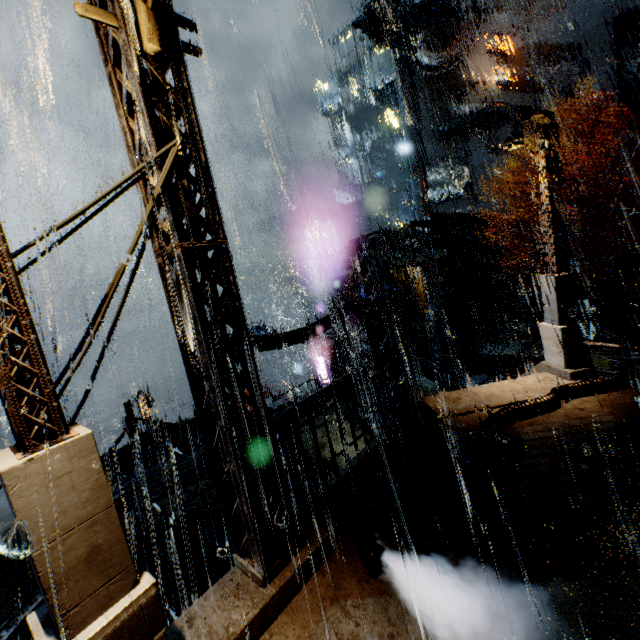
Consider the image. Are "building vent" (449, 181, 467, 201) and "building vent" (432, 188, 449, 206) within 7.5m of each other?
yes

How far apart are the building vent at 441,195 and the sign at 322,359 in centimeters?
2630cm

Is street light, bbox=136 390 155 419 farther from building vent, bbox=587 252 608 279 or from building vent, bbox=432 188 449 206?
building vent, bbox=432 188 449 206

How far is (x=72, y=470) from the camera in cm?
284

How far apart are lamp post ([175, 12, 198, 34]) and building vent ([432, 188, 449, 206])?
43.92m

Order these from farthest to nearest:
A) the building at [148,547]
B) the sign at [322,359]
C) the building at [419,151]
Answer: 1. the sign at [322,359]
2. the building at [419,151]
3. the building at [148,547]

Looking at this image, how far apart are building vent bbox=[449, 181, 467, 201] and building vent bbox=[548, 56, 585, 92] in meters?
11.1 m

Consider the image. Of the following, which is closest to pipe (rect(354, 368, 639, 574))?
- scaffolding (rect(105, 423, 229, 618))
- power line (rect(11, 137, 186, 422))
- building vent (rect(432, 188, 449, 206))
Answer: scaffolding (rect(105, 423, 229, 618))
